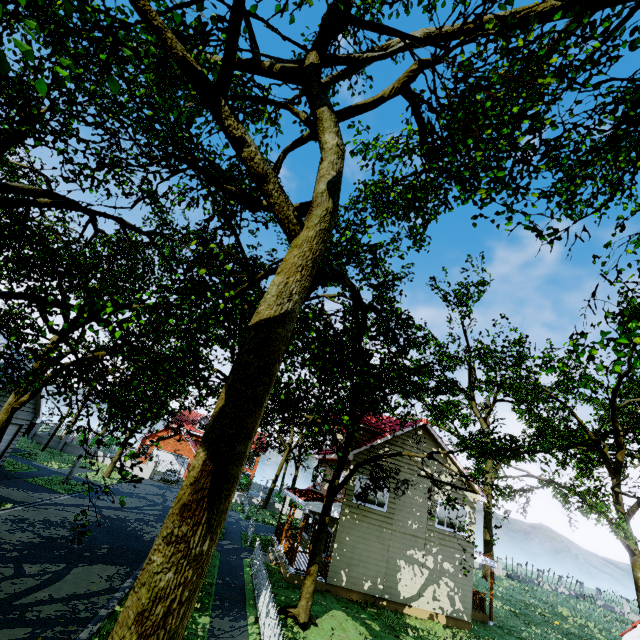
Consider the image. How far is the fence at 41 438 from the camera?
34.9 meters

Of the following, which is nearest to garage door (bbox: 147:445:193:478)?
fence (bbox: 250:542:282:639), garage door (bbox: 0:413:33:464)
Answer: garage door (bbox: 0:413:33:464)

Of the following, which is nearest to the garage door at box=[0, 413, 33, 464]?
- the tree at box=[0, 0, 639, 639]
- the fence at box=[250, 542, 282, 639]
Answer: the tree at box=[0, 0, 639, 639]

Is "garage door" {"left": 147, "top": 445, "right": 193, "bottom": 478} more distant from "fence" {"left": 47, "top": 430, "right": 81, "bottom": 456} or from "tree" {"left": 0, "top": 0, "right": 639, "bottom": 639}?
"fence" {"left": 47, "top": 430, "right": 81, "bottom": 456}

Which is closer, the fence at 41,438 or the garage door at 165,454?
the fence at 41,438

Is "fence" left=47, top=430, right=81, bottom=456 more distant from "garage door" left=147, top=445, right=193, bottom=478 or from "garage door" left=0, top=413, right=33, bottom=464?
"garage door" left=0, top=413, right=33, bottom=464

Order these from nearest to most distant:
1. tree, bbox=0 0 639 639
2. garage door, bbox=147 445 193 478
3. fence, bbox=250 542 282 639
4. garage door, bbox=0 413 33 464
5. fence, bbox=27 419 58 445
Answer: tree, bbox=0 0 639 639
fence, bbox=250 542 282 639
garage door, bbox=0 413 33 464
fence, bbox=27 419 58 445
garage door, bbox=147 445 193 478

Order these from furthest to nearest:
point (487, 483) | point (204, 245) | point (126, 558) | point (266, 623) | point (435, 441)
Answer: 1. point (435, 441)
2. point (126, 558)
3. point (487, 483)
4. point (266, 623)
5. point (204, 245)
